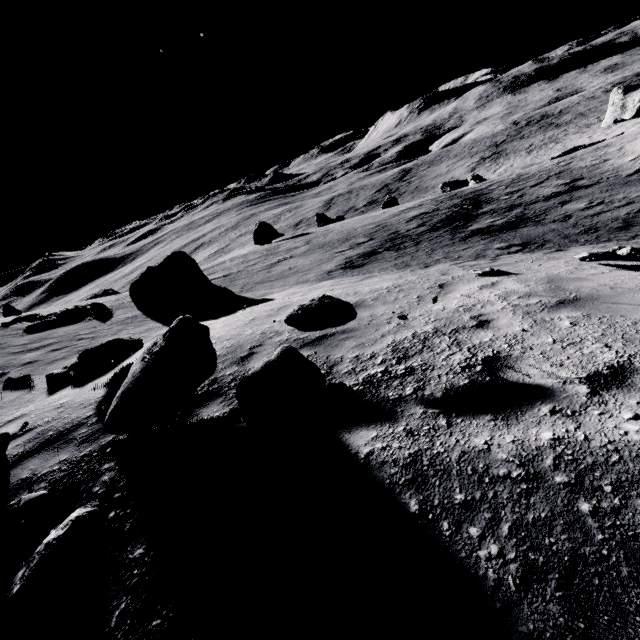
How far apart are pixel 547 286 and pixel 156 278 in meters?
13.6

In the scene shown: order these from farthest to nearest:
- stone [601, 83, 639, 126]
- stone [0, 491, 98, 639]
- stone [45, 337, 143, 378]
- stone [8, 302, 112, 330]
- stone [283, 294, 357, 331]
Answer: stone [601, 83, 639, 126]
stone [8, 302, 112, 330]
stone [45, 337, 143, 378]
stone [283, 294, 357, 331]
stone [0, 491, 98, 639]

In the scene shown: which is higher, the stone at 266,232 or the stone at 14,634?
the stone at 14,634

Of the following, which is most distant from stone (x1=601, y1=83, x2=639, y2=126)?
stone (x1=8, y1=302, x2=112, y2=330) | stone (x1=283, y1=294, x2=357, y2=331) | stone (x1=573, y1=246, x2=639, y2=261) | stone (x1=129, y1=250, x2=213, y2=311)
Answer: stone (x1=8, y1=302, x2=112, y2=330)

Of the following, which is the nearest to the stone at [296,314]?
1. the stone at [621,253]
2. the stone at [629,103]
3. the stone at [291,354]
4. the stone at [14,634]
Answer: the stone at [291,354]

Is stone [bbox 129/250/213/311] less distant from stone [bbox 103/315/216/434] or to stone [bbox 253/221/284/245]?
stone [bbox 103/315/216/434]

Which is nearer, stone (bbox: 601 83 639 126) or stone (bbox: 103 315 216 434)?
stone (bbox: 103 315 216 434)

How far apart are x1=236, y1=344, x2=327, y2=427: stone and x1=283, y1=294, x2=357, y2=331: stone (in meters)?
0.40
